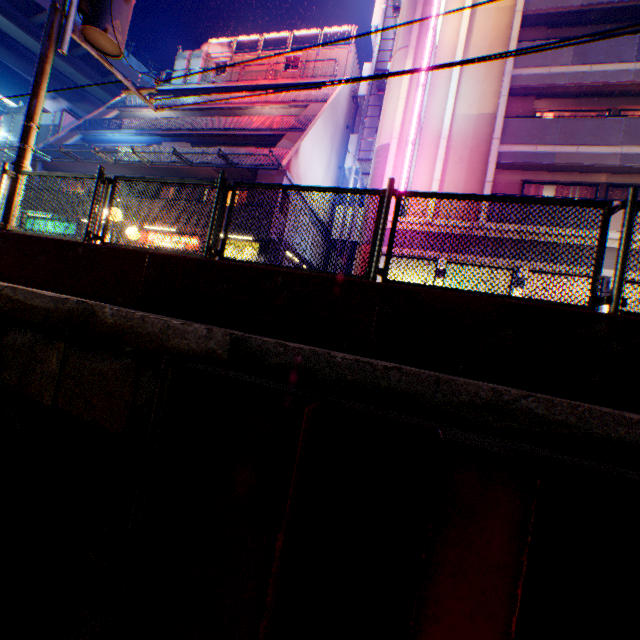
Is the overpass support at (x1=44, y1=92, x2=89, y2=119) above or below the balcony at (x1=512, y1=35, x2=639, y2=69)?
above

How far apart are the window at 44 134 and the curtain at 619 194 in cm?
3288

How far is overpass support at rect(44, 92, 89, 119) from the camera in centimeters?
4572cm

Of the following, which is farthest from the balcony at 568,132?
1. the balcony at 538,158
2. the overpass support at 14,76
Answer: the overpass support at 14,76

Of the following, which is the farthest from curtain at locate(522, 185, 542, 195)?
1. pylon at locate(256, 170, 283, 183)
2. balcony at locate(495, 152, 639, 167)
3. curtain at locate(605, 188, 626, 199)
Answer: pylon at locate(256, 170, 283, 183)

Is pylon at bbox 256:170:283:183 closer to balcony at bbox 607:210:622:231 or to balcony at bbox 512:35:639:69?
balcony at bbox 607:210:622:231

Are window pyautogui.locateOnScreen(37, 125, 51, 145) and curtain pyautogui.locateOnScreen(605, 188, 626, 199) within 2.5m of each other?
no

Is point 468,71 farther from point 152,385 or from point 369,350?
point 152,385
